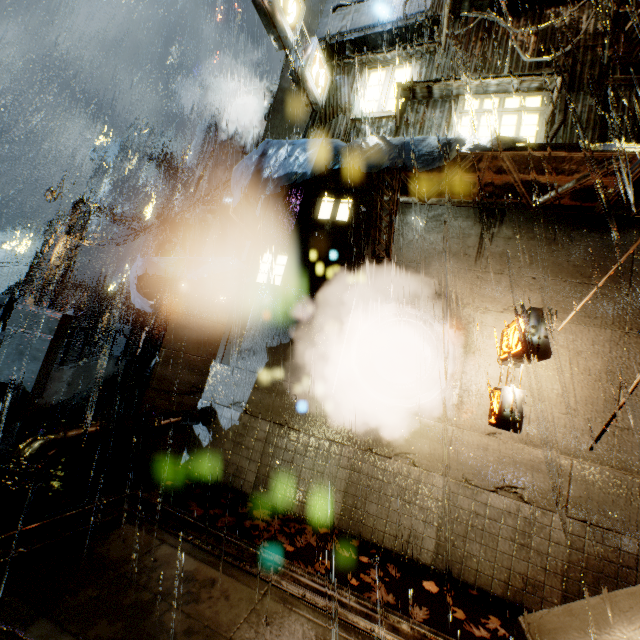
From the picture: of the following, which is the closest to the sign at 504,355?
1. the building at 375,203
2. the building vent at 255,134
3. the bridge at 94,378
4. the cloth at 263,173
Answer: the building at 375,203

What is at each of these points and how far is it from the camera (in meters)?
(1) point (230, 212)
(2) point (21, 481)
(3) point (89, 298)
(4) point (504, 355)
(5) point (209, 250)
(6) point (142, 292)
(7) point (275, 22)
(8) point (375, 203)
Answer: (1) sign, 8.09
(2) pipe, 4.48
(3) building, 24.84
(4) sign, 6.70
(5) building vent, 14.05
(6) cloth, 8.70
(7) sign, 8.42
(8) building, 8.01

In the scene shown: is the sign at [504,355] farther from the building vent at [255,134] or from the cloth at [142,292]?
the building vent at [255,134]

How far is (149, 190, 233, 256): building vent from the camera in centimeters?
1425cm

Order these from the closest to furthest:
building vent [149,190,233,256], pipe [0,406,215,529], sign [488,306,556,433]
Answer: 1. pipe [0,406,215,529]
2. sign [488,306,556,433]
3. building vent [149,190,233,256]

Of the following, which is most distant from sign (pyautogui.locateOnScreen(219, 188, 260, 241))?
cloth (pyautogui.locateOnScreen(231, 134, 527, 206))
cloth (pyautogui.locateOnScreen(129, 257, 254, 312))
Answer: cloth (pyautogui.locateOnScreen(129, 257, 254, 312))

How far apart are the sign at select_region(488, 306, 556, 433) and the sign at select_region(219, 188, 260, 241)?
6.8m

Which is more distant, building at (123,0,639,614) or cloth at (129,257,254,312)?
cloth at (129,257,254,312)
